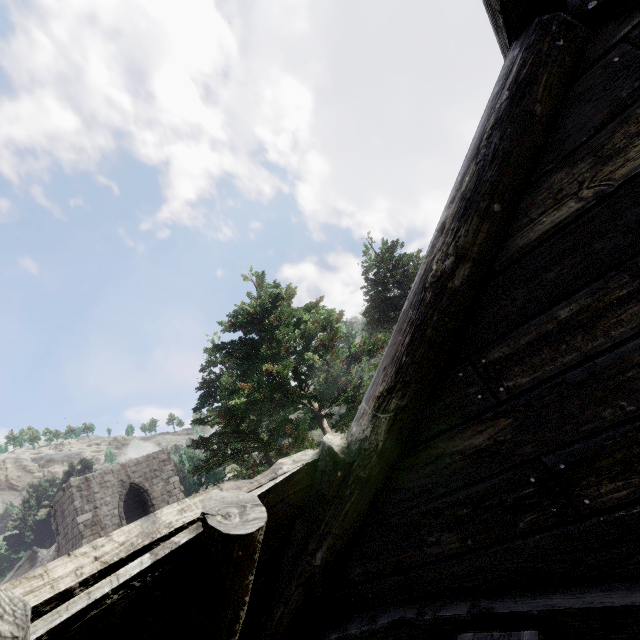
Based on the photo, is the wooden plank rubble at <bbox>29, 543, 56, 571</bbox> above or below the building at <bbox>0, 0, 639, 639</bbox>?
above

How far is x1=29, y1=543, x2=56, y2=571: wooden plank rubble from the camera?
23.9m

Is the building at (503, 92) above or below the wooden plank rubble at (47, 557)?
below

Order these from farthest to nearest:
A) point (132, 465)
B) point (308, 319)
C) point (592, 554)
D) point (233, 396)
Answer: point (132, 465) < point (233, 396) < point (308, 319) < point (592, 554)

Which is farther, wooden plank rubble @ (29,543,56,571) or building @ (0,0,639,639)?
wooden plank rubble @ (29,543,56,571)

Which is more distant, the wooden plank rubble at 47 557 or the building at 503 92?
the wooden plank rubble at 47 557
